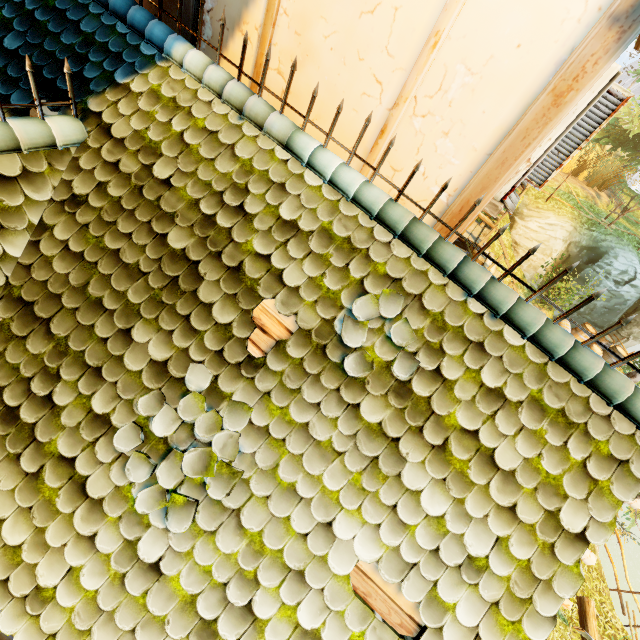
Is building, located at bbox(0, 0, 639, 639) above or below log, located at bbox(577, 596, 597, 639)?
above

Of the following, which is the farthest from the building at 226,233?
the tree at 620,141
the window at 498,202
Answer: the tree at 620,141

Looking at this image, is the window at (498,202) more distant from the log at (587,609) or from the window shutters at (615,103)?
the log at (587,609)

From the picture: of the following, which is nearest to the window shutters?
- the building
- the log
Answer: the building

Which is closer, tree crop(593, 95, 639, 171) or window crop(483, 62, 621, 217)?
window crop(483, 62, 621, 217)

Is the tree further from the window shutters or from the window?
the window shutters

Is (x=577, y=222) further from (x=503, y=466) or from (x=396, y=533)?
(x=396, y=533)

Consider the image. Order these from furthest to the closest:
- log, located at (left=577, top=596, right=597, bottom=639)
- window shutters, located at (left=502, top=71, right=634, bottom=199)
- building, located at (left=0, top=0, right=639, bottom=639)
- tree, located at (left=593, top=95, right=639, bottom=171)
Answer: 1. tree, located at (left=593, top=95, right=639, bottom=171)
2. log, located at (left=577, top=596, right=597, bottom=639)
3. window shutters, located at (left=502, top=71, right=634, bottom=199)
4. building, located at (left=0, top=0, right=639, bottom=639)
